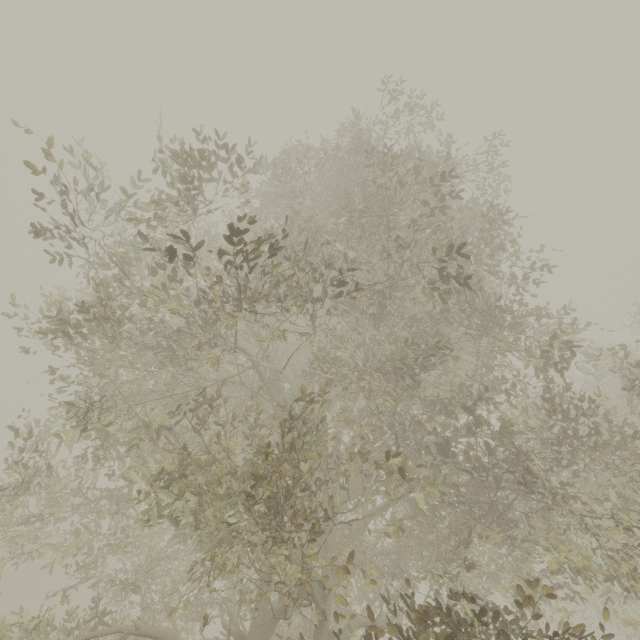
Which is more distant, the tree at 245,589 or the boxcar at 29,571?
the boxcar at 29,571

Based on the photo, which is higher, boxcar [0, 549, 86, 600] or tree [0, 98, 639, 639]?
tree [0, 98, 639, 639]

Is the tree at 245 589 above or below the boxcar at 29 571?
above

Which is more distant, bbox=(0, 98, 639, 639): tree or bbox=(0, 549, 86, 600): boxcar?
bbox=(0, 549, 86, 600): boxcar

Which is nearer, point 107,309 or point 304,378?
point 107,309
